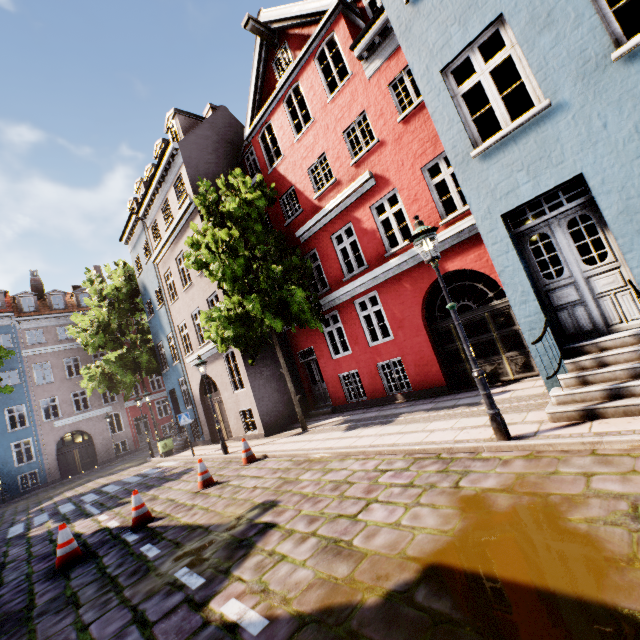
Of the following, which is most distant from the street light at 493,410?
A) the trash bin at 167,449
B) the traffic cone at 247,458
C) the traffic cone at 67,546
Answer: the trash bin at 167,449

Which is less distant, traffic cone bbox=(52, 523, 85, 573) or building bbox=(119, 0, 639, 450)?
building bbox=(119, 0, 639, 450)

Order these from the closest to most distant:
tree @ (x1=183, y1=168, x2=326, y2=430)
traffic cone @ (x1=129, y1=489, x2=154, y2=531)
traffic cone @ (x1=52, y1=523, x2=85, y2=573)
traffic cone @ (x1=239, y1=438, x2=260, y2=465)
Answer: traffic cone @ (x1=52, y1=523, x2=85, y2=573), traffic cone @ (x1=129, y1=489, x2=154, y2=531), traffic cone @ (x1=239, y1=438, x2=260, y2=465), tree @ (x1=183, y1=168, x2=326, y2=430)

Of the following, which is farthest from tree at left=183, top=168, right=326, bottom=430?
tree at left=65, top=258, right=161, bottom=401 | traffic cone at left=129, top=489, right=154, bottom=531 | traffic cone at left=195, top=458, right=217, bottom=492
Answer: tree at left=65, top=258, right=161, bottom=401

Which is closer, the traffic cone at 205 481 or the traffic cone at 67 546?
the traffic cone at 67 546

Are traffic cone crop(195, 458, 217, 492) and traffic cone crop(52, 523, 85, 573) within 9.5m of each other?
yes

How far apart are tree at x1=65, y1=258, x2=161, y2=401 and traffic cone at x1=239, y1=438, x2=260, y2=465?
15.6m

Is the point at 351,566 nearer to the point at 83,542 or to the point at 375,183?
the point at 83,542
